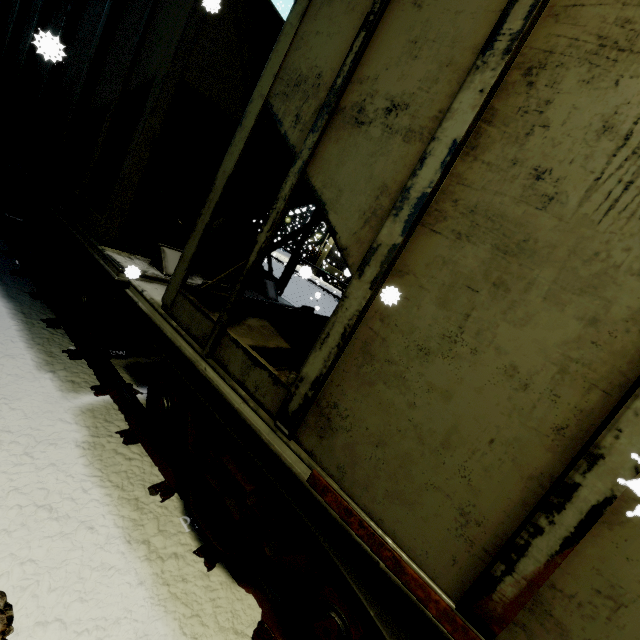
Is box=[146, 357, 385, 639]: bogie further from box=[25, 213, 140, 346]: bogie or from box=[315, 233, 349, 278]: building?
box=[315, 233, 349, 278]: building

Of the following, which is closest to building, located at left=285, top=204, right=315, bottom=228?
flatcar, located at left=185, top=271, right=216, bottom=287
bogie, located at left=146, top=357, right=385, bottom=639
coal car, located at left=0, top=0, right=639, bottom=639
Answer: coal car, located at left=0, top=0, right=639, bottom=639

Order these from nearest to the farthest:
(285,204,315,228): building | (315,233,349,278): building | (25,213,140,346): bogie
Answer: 1. (25,213,140,346): bogie
2. (285,204,315,228): building
3. (315,233,349,278): building

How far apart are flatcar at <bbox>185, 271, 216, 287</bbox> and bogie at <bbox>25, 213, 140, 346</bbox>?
0.4 meters

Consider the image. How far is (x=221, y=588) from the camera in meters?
2.3 m

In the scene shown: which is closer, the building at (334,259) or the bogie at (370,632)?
the bogie at (370,632)

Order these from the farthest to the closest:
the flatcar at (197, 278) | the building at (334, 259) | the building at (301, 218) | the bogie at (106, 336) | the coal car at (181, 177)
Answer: the building at (334, 259) < the building at (301, 218) < the bogie at (106, 336) < the flatcar at (197, 278) < the coal car at (181, 177)
